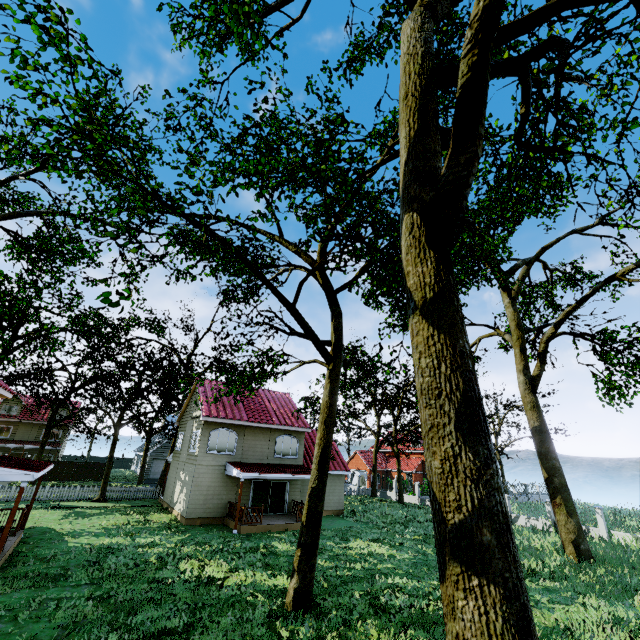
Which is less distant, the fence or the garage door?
the fence

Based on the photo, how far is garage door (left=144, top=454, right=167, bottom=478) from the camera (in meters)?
41.97

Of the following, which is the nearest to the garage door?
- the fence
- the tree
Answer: the tree

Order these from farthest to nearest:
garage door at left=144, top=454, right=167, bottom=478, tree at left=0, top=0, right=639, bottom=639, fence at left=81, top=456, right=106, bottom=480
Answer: garage door at left=144, top=454, right=167, bottom=478 → fence at left=81, top=456, right=106, bottom=480 → tree at left=0, top=0, right=639, bottom=639

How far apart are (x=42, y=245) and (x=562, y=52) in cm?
3514

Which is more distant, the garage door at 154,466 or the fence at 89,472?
the garage door at 154,466

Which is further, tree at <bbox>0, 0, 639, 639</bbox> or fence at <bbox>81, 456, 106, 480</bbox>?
fence at <bbox>81, 456, 106, 480</bbox>

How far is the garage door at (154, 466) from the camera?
42.0m
